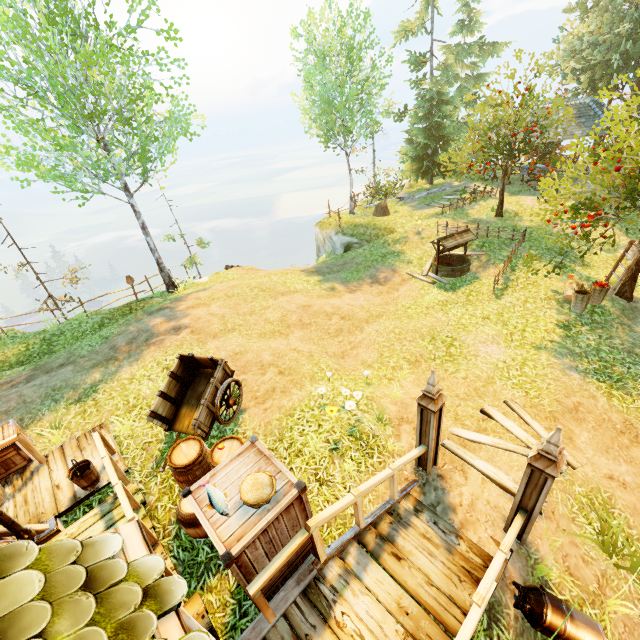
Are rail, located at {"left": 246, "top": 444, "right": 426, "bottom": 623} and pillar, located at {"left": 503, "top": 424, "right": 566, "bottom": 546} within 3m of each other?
yes

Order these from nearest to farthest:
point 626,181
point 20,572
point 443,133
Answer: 1. point 20,572
2. point 626,181
3. point 443,133

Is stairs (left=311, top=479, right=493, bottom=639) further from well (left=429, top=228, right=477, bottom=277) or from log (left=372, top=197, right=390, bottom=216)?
log (left=372, top=197, right=390, bottom=216)

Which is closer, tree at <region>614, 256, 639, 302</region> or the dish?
the dish

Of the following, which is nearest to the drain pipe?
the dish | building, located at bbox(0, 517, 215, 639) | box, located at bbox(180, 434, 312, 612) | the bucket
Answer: building, located at bbox(0, 517, 215, 639)

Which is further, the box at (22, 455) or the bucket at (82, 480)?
the box at (22, 455)

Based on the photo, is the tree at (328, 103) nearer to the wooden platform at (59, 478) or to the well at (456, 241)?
the well at (456, 241)

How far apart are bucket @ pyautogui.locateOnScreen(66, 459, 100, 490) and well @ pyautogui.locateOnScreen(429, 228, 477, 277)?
12.9 meters
